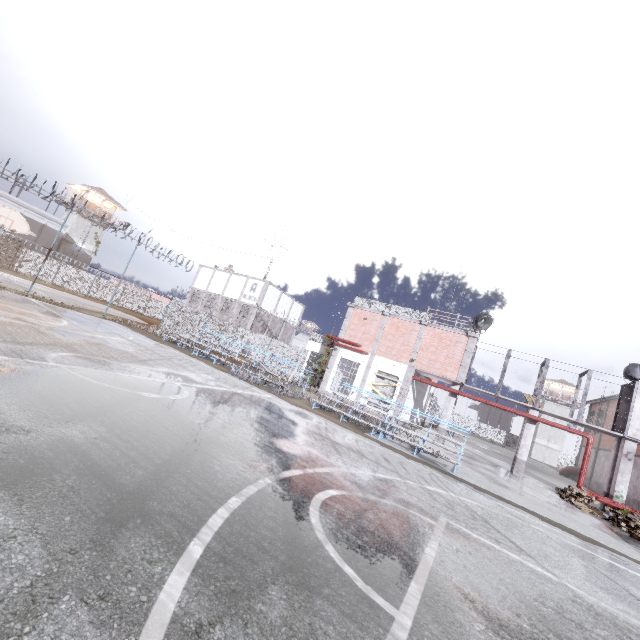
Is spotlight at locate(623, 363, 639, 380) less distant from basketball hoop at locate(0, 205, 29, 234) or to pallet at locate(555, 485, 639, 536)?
pallet at locate(555, 485, 639, 536)

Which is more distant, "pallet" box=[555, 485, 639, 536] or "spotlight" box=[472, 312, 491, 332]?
"spotlight" box=[472, 312, 491, 332]

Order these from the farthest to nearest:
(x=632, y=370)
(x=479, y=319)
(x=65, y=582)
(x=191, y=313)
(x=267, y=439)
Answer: (x=191, y=313), (x=479, y=319), (x=632, y=370), (x=267, y=439), (x=65, y=582)

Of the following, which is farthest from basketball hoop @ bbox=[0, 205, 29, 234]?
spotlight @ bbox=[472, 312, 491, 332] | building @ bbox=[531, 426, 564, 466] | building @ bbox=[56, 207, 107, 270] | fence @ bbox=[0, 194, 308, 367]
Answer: building @ bbox=[531, 426, 564, 466]

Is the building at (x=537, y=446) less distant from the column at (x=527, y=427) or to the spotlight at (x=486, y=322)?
the column at (x=527, y=427)

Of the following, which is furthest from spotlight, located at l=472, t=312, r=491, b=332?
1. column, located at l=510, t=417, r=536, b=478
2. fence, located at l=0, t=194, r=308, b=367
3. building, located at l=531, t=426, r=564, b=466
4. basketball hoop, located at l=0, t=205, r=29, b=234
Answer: building, located at l=531, t=426, r=564, b=466

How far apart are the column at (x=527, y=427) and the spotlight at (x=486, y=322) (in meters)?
4.96

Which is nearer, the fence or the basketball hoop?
the basketball hoop
